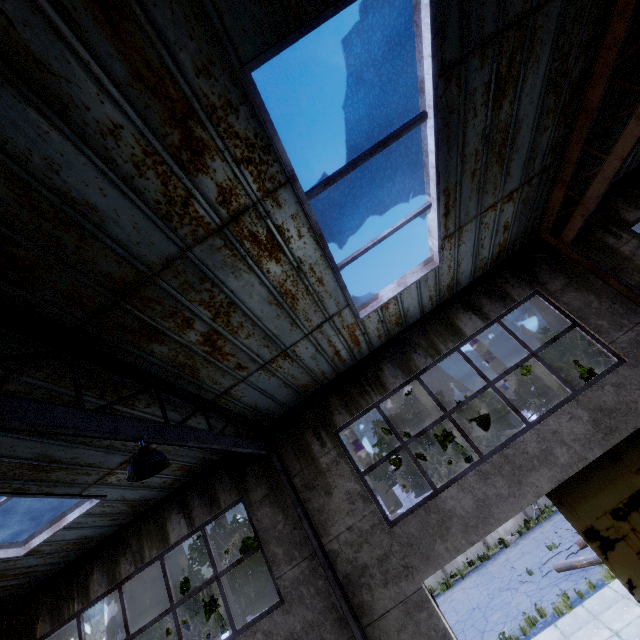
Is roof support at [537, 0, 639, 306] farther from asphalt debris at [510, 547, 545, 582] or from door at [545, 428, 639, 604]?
asphalt debris at [510, 547, 545, 582]

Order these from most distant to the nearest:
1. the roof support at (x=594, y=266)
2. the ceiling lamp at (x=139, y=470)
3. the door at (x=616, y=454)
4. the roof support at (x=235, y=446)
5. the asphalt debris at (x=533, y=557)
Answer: the asphalt debris at (x=533, y=557), the door at (x=616, y=454), the roof support at (x=594, y=266), the ceiling lamp at (x=139, y=470), the roof support at (x=235, y=446)

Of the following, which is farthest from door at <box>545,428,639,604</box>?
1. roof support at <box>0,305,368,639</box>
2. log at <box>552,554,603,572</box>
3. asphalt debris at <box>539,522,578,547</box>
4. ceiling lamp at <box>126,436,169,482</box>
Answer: asphalt debris at <box>539,522,578,547</box>

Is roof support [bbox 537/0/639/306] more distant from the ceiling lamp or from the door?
the ceiling lamp

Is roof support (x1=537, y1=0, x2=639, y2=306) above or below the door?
above

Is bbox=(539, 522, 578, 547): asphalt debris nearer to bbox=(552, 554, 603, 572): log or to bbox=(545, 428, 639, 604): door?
bbox=(552, 554, 603, 572): log

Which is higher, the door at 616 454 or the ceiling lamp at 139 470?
the ceiling lamp at 139 470

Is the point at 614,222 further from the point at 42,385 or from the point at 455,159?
the point at 42,385
